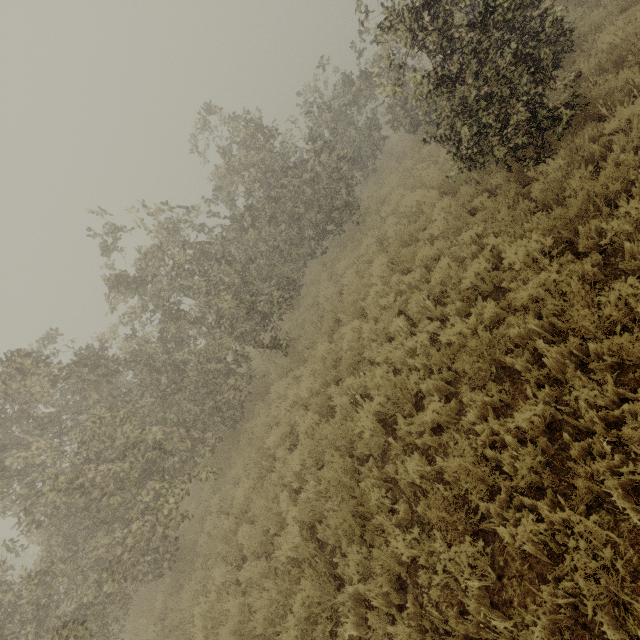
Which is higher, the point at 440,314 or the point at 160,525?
the point at 160,525
